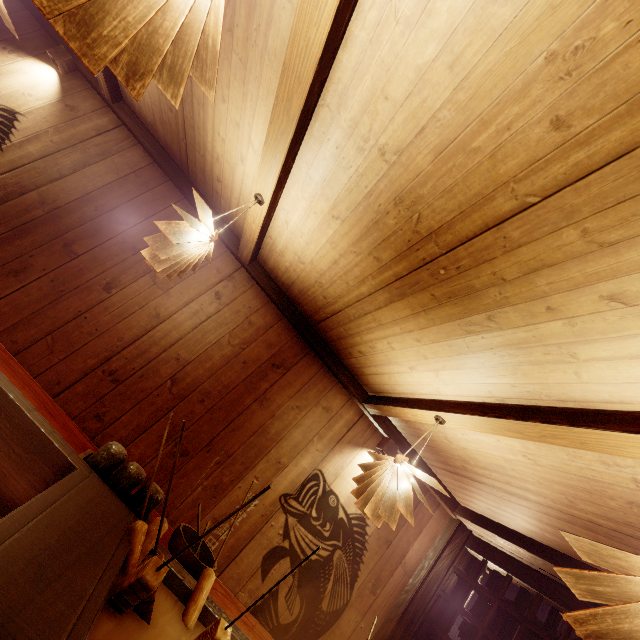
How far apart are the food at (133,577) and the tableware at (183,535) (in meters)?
0.85

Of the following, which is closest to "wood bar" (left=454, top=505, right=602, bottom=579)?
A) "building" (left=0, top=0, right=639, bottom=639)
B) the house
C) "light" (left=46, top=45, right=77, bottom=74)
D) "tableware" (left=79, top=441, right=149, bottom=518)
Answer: "building" (left=0, top=0, right=639, bottom=639)

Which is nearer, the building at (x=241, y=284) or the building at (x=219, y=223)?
the building at (x=241, y=284)

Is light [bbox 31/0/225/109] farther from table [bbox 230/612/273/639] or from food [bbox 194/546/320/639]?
food [bbox 194/546/320/639]

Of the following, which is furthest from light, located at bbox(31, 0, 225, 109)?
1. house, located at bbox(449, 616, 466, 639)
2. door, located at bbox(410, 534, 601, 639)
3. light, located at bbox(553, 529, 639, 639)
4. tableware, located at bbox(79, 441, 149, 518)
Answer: house, located at bbox(449, 616, 466, 639)

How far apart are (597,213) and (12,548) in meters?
3.3

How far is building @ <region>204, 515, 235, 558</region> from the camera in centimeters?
496cm

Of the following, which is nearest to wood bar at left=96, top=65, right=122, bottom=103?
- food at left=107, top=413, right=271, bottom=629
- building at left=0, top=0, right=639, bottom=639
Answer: building at left=0, top=0, right=639, bottom=639
